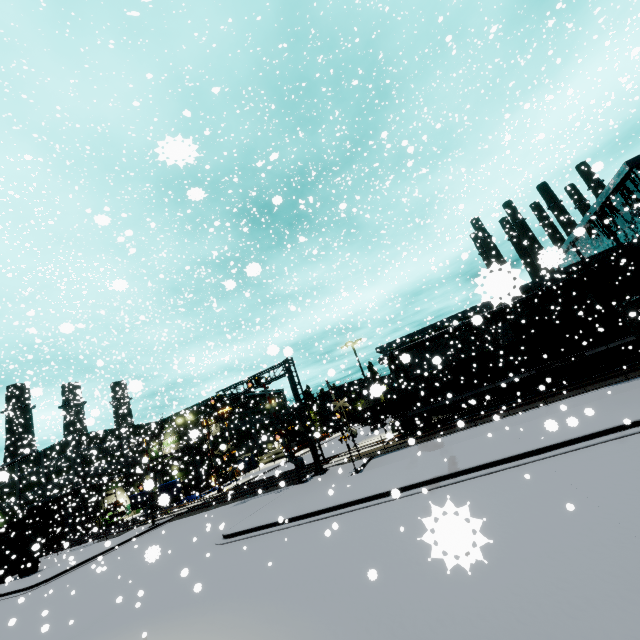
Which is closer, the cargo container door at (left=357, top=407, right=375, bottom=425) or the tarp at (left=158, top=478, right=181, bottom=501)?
the tarp at (left=158, top=478, right=181, bottom=501)

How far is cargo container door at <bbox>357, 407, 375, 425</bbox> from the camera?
45.4 meters

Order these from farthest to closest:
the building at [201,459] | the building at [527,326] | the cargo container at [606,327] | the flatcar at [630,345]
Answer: the building at [201,459] → the building at [527,326] → the cargo container at [606,327] → the flatcar at [630,345]

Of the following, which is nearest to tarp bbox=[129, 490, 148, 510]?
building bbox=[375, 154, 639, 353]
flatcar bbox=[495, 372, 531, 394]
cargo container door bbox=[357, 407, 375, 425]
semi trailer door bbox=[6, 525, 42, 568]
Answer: building bbox=[375, 154, 639, 353]

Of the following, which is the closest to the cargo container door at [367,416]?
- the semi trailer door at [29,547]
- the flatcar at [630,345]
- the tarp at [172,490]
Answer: the tarp at [172,490]

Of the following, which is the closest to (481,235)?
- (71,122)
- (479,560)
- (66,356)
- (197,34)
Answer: (479,560)

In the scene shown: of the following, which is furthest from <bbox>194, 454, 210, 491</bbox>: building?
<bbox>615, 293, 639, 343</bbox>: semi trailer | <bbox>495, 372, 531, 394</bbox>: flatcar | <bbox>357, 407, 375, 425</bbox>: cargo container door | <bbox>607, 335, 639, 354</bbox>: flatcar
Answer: <bbox>607, 335, 639, 354</bbox>: flatcar

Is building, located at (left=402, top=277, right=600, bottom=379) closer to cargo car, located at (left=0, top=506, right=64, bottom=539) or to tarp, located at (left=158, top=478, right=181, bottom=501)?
cargo car, located at (left=0, top=506, right=64, bottom=539)
